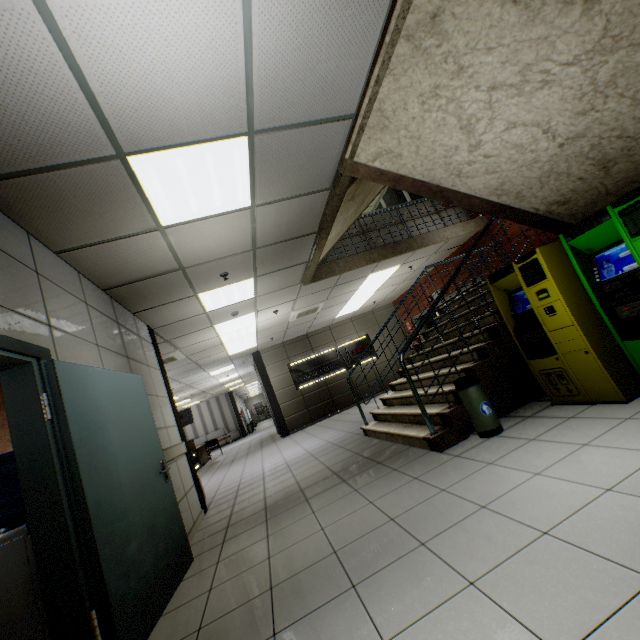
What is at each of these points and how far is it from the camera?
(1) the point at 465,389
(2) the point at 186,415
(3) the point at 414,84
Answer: (1) garbage can, 3.5 meters
(2) tv, 16.9 meters
(3) stairs, 2.6 meters

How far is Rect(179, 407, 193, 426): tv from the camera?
16.78m

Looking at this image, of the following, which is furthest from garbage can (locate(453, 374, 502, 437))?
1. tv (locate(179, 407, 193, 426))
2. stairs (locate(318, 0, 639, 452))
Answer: tv (locate(179, 407, 193, 426))

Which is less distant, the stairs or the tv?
the stairs

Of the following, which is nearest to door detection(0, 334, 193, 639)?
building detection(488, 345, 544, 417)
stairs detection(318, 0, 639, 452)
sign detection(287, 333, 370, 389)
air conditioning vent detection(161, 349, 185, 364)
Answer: stairs detection(318, 0, 639, 452)

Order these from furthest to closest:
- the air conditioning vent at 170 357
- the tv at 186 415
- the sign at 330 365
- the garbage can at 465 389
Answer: the tv at 186 415 < the sign at 330 365 < the air conditioning vent at 170 357 < the garbage can at 465 389

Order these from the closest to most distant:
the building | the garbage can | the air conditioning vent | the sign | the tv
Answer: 1. the garbage can
2. the building
3. the air conditioning vent
4. the sign
5. the tv

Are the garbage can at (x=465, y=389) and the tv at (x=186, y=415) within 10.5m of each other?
no
